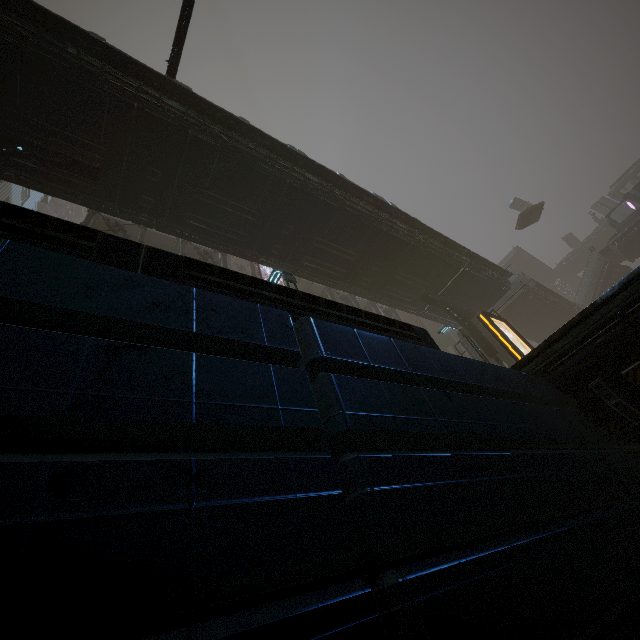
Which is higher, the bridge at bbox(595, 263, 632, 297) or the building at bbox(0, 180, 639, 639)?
the bridge at bbox(595, 263, 632, 297)

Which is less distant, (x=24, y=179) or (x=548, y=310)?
(x=24, y=179)

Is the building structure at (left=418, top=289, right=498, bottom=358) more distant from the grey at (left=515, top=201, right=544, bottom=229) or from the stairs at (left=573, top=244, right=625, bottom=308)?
the stairs at (left=573, top=244, right=625, bottom=308)

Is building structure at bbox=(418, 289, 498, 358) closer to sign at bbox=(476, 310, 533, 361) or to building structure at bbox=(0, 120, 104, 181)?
sign at bbox=(476, 310, 533, 361)

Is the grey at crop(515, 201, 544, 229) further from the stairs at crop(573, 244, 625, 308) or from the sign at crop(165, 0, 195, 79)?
the sign at crop(165, 0, 195, 79)

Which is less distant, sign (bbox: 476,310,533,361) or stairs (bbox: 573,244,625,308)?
sign (bbox: 476,310,533,361)

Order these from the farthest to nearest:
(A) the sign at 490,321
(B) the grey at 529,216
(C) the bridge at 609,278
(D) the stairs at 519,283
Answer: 1. (C) the bridge at 609,278
2. (B) the grey at 529,216
3. (D) the stairs at 519,283
4. (A) the sign at 490,321

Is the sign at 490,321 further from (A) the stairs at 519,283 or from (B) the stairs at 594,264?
(B) the stairs at 594,264
